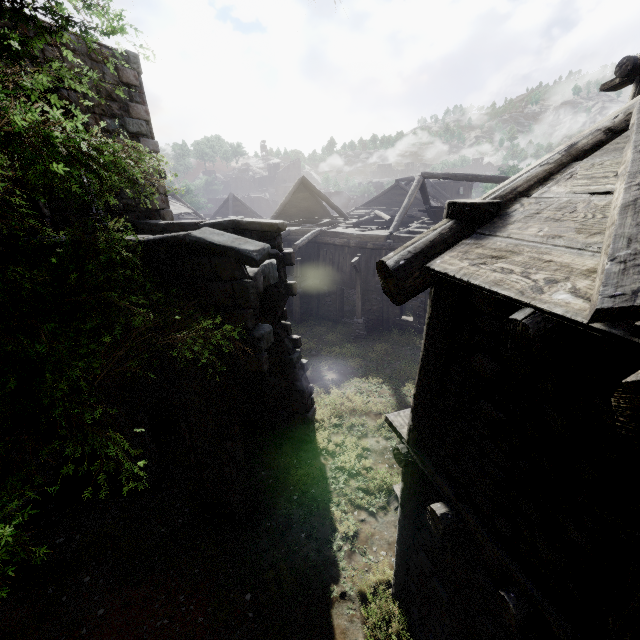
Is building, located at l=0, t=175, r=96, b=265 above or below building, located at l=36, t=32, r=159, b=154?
below

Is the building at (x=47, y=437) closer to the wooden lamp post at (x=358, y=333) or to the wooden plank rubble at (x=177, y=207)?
the wooden plank rubble at (x=177, y=207)

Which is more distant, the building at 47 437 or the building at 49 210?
the building at 47 437

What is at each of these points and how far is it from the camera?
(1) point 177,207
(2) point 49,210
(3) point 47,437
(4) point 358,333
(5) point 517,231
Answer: (1) wooden plank rubble, 32.7m
(2) building, 12.4m
(3) building, 7.9m
(4) wooden lamp post, 18.1m
(5) building, 2.8m

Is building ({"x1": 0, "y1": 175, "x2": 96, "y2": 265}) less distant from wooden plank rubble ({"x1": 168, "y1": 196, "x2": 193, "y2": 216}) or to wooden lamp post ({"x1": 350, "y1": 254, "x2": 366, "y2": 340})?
wooden plank rubble ({"x1": 168, "y1": 196, "x2": 193, "y2": 216})

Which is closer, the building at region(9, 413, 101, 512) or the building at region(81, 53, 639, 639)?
the building at region(81, 53, 639, 639)

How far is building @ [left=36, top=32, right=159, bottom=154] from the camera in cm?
761
